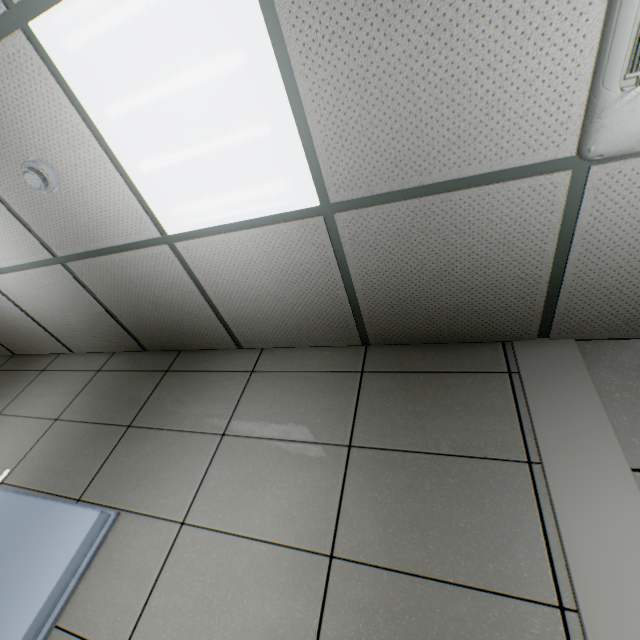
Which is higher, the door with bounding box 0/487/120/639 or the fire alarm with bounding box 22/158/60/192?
the fire alarm with bounding box 22/158/60/192

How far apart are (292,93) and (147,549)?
2.20m

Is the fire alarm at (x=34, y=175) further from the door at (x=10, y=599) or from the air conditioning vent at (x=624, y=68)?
the air conditioning vent at (x=624, y=68)

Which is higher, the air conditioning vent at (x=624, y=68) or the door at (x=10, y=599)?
the air conditioning vent at (x=624, y=68)

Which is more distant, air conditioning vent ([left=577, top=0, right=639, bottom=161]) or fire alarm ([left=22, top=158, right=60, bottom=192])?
fire alarm ([left=22, top=158, right=60, bottom=192])

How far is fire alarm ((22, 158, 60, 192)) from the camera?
1.7 meters

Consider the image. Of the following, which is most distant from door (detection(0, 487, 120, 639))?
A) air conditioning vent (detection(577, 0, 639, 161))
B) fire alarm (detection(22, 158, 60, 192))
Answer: air conditioning vent (detection(577, 0, 639, 161))

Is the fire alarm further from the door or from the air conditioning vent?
the air conditioning vent
